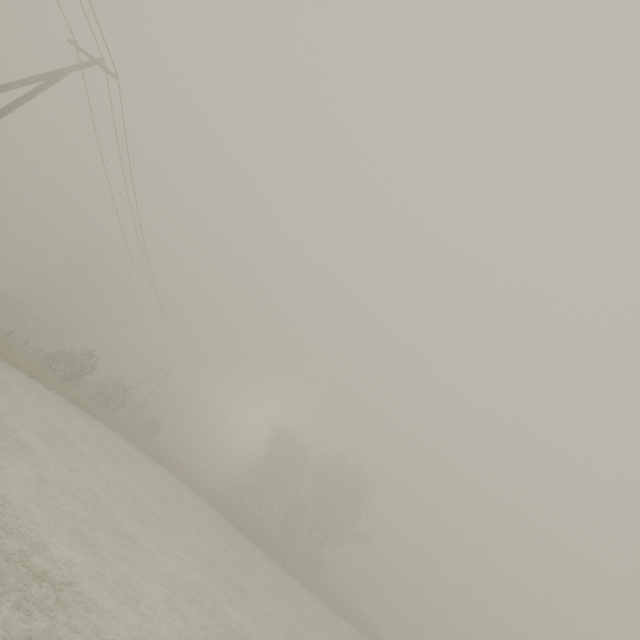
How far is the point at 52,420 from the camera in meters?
17.5
